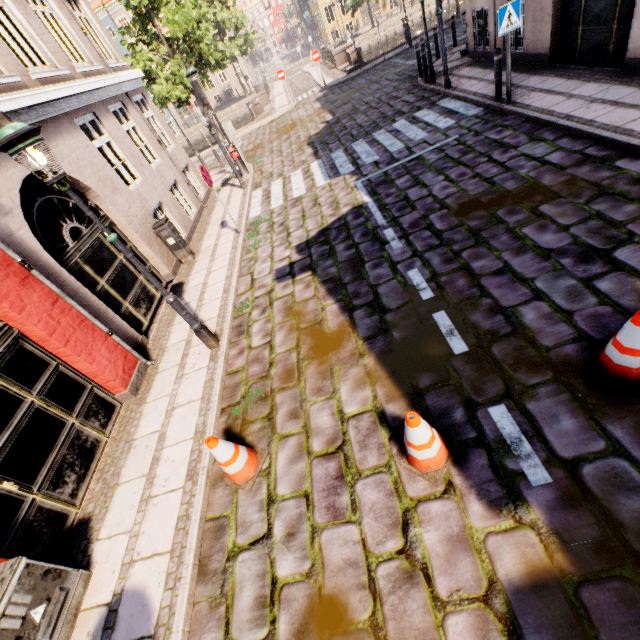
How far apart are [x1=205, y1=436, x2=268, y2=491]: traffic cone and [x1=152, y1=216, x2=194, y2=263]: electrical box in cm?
640

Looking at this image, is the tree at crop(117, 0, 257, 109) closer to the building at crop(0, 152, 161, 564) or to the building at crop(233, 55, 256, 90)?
the building at crop(0, 152, 161, 564)

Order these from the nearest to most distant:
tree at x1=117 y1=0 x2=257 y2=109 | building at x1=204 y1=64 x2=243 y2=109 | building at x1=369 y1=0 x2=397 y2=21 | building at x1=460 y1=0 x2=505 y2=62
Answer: building at x1=460 y1=0 x2=505 y2=62
tree at x1=117 y1=0 x2=257 y2=109
building at x1=369 y1=0 x2=397 y2=21
building at x1=204 y1=64 x2=243 y2=109

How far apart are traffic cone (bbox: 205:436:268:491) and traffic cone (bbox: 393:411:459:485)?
1.54m

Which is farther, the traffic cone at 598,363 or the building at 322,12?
the building at 322,12

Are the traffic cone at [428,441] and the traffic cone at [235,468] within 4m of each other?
yes

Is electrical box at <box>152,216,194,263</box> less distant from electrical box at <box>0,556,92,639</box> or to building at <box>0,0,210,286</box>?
building at <box>0,0,210,286</box>

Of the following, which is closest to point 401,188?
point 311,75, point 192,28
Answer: point 192,28
